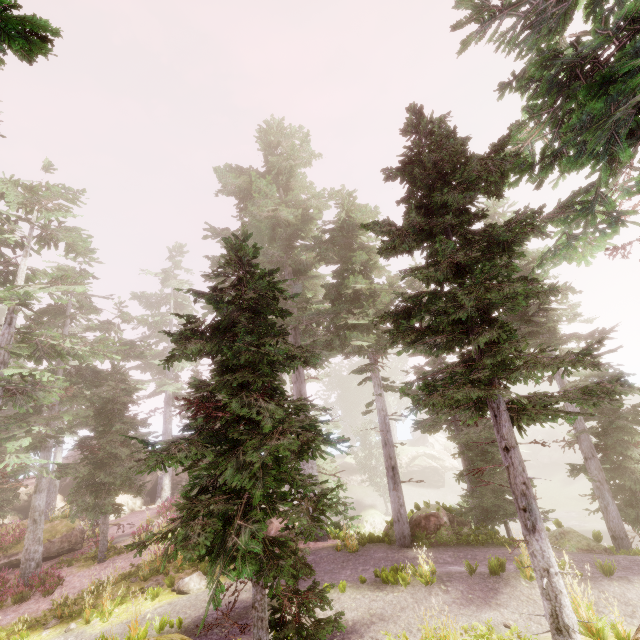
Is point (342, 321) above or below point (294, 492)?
above

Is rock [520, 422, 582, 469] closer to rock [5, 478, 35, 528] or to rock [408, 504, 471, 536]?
rock [5, 478, 35, 528]

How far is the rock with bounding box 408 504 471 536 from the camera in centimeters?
1281cm

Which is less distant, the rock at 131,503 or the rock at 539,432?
the rock at 131,503

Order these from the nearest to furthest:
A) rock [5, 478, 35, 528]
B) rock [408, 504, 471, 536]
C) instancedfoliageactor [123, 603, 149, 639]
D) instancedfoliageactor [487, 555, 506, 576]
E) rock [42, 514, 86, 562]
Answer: instancedfoliageactor [123, 603, 149, 639] → instancedfoliageactor [487, 555, 506, 576] → rock [408, 504, 471, 536] → rock [42, 514, 86, 562] → rock [5, 478, 35, 528]

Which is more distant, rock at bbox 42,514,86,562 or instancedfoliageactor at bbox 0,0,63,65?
rock at bbox 42,514,86,562

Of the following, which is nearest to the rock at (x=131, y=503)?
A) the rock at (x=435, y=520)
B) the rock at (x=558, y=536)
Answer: the rock at (x=435, y=520)

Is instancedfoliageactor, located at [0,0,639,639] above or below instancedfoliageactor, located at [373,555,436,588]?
above
